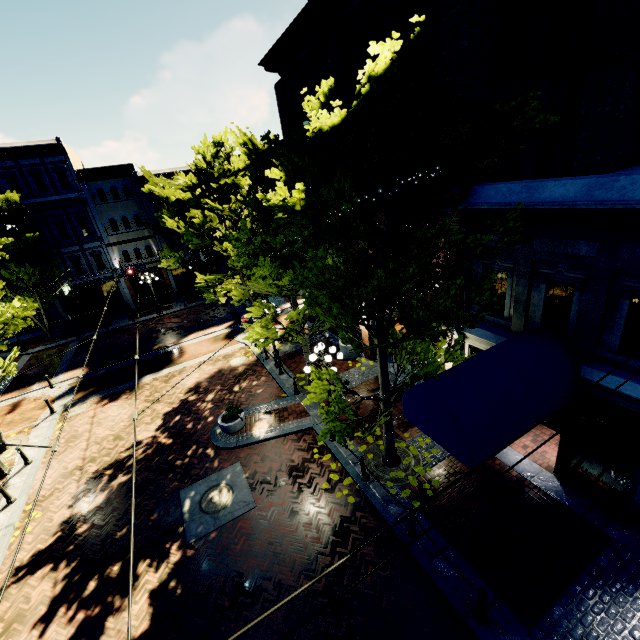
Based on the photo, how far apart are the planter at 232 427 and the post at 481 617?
8.8m

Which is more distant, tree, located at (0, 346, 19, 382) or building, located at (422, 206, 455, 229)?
tree, located at (0, 346, 19, 382)

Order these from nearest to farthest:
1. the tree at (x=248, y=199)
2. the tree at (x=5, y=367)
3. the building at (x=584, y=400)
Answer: the tree at (x=248, y=199) → the building at (x=584, y=400) → the tree at (x=5, y=367)

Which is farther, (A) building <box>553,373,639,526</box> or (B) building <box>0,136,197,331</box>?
(B) building <box>0,136,197,331</box>

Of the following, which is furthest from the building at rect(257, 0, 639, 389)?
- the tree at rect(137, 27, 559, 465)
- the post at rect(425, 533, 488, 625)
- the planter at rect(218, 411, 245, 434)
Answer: the post at rect(425, 533, 488, 625)

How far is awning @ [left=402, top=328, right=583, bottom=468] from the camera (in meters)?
6.23

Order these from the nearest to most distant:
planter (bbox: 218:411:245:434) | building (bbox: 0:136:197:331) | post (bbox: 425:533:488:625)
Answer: post (bbox: 425:533:488:625) → planter (bbox: 218:411:245:434) → building (bbox: 0:136:197:331)

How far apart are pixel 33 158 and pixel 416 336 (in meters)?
32.66
